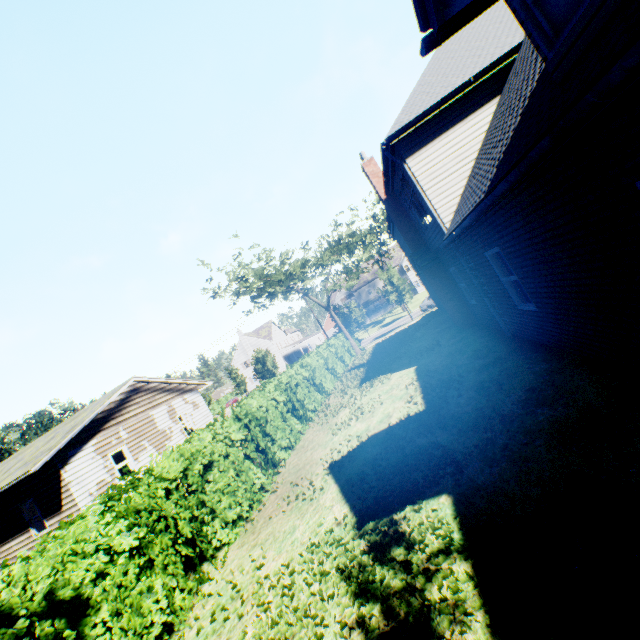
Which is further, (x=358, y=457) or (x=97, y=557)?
(x=358, y=457)

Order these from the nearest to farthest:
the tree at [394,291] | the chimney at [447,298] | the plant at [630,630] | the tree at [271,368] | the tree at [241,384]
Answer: the plant at [630,630] → the chimney at [447,298] → the tree at [394,291] → the tree at [271,368] → the tree at [241,384]

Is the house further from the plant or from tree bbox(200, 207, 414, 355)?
the plant

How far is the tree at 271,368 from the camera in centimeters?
4078cm

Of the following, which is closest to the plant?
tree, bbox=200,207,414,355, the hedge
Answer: tree, bbox=200,207,414,355

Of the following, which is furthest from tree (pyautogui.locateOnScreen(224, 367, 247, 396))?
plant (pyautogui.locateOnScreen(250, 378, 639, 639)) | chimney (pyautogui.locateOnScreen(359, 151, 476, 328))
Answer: chimney (pyautogui.locateOnScreen(359, 151, 476, 328))

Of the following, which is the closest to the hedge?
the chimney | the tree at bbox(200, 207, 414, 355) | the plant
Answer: the chimney

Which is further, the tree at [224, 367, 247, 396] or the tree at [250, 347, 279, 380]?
the tree at [224, 367, 247, 396]
